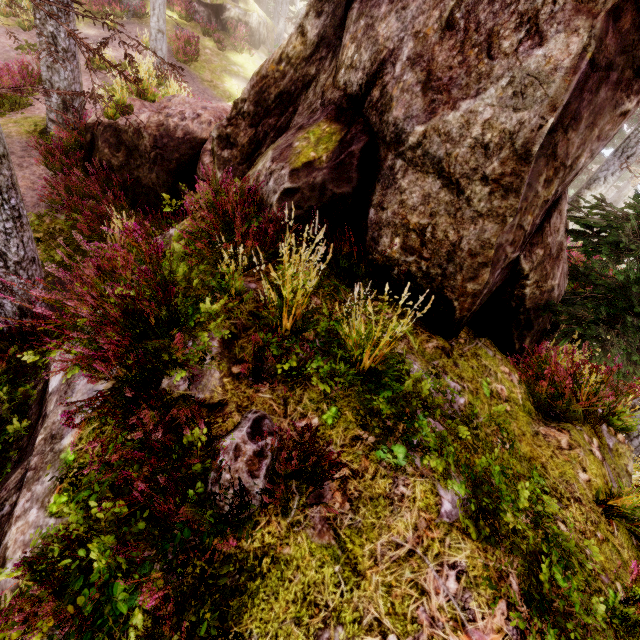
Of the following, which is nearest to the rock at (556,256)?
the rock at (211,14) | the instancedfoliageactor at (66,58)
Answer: the instancedfoliageactor at (66,58)

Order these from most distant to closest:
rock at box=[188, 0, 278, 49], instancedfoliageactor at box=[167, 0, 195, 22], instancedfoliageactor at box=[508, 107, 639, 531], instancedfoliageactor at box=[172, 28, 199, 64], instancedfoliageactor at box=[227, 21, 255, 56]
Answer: rock at box=[188, 0, 278, 49] < instancedfoliageactor at box=[227, 21, 255, 56] < instancedfoliageactor at box=[167, 0, 195, 22] < instancedfoliageactor at box=[172, 28, 199, 64] < instancedfoliageactor at box=[508, 107, 639, 531]

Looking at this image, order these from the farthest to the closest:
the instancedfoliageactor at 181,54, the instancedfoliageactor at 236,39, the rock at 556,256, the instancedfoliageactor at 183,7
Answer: the instancedfoliageactor at 236,39
the instancedfoliageactor at 183,7
the instancedfoliageactor at 181,54
the rock at 556,256

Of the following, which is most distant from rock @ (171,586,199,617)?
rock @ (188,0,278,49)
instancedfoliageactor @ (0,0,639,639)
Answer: rock @ (188,0,278,49)

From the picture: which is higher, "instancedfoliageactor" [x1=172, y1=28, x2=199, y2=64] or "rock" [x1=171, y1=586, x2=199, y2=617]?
"rock" [x1=171, y1=586, x2=199, y2=617]

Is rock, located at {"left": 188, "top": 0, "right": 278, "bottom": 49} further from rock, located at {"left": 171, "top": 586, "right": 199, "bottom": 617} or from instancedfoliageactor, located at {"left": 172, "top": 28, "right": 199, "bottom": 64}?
rock, located at {"left": 171, "top": 586, "right": 199, "bottom": 617}

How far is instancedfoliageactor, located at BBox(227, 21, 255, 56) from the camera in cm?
2252

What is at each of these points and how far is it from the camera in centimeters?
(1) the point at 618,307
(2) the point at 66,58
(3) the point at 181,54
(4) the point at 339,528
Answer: (1) instancedfoliageactor, 439cm
(2) instancedfoliageactor, 777cm
(3) instancedfoliageactor, 1916cm
(4) rock, 230cm
